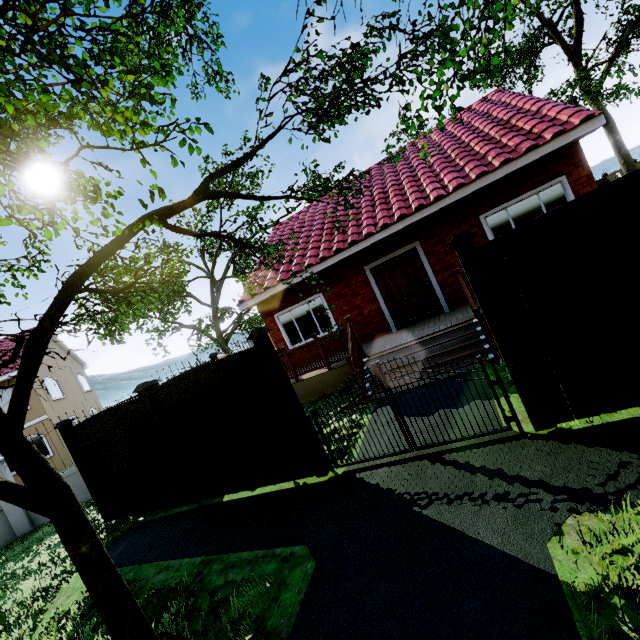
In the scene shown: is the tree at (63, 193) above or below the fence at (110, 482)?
above

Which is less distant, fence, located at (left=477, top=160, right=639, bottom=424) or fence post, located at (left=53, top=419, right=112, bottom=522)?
fence, located at (left=477, top=160, right=639, bottom=424)

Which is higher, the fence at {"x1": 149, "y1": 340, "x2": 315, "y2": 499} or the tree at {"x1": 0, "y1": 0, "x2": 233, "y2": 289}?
the tree at {"x1": 0, "y1": 0, "x2": 233, "y2": 289}

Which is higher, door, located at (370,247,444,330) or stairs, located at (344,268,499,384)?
door, located at (370,247,444,330)

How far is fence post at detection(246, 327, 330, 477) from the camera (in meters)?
5.04

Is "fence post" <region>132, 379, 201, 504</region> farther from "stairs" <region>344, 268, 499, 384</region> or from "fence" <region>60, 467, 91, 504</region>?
"stairs" <region>344, 268, 499, 384</region>

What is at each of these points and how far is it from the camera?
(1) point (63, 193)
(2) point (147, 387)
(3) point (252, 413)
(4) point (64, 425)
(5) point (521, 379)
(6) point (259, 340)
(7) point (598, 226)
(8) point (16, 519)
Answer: (1) tree, 2.1 meters
(2) fence post, 6.2 meters
(3) fence, 5.5 meters
(4) fence post, 7.4 meters
(5) fence post, 3.9 meters
(6) fence post, 5.0 meters
(7) fence, 3.4 meters
(8) fence, 9.9 meters

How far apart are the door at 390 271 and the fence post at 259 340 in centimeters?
544cm
